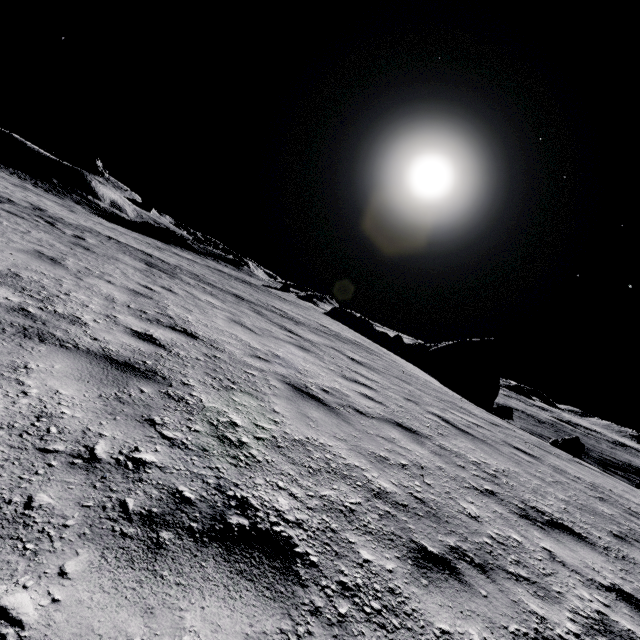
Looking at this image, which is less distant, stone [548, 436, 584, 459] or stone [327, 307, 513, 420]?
stone [548, 436, 584, 459]

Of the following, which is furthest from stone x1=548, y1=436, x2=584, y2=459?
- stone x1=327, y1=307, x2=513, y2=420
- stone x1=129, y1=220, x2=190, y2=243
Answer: stone x1=129, y1=220, x2=190, y2=243

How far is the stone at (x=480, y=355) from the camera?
27.1m

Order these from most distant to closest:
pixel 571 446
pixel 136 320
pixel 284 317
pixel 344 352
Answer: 1. pixel 571 446
2. pixel 284 317
3. pixel 344 352
4. pixel 136 320

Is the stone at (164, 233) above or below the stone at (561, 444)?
above

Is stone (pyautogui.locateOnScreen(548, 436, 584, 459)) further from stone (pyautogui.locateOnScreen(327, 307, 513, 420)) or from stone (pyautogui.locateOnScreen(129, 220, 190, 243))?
stone (pyautogui.locateOnScreen(129, 220, 190, 243))

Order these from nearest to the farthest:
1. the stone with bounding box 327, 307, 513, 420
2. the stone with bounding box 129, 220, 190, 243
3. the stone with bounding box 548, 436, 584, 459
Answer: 1. the stone with bounding box 548, 436, 584, 459
2. the stone with bounding box 327, 307, 513, 420
3. the stone with bounding box 129, 220, 190, 243
